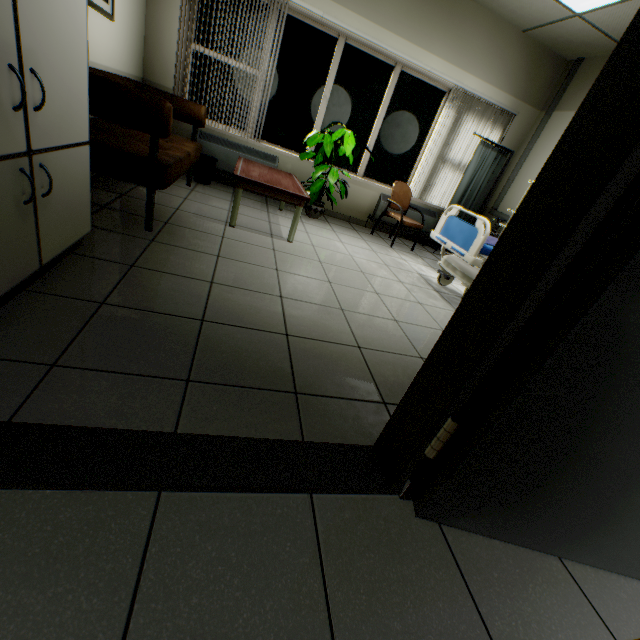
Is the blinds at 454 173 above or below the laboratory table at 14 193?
above

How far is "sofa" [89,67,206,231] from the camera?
2.1m

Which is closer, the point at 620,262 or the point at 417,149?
the point at 620,262

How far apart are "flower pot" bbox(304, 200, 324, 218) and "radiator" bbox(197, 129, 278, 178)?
0.7 meters

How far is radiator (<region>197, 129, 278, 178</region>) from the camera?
4.68m

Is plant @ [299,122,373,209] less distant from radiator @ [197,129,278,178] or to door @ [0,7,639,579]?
radiator @ [197,129,278,178]

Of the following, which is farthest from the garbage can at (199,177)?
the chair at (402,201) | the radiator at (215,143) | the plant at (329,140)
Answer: the chair at (402,201)

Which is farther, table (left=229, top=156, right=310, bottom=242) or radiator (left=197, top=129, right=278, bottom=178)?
radiator (left=197, top=129, right=278, bottom=178)
